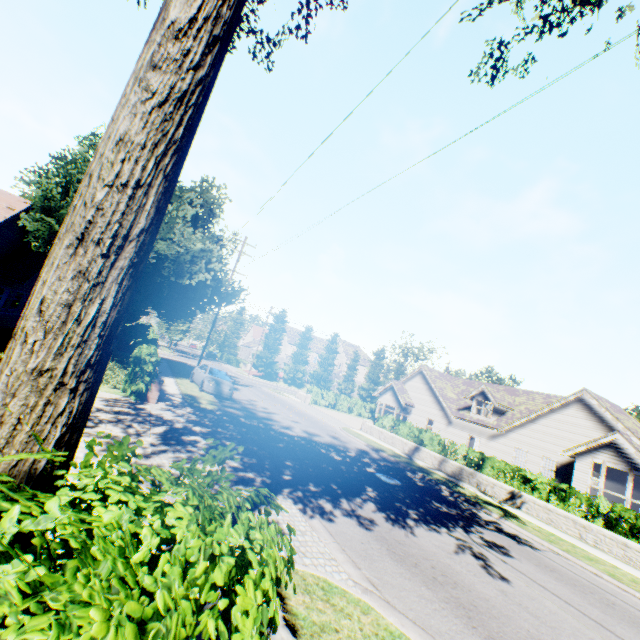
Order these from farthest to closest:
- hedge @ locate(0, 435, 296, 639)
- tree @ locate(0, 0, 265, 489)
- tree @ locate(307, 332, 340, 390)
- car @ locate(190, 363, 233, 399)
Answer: tree @ locate(307, 332, 340, 390) → car @ locate(190, 363, 233, 399) → tree @ locate(0, 0, 265, 489) → hedge @ locate(0, 435, 296, 639)

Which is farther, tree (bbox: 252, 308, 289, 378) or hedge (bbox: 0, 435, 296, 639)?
tree (bbox: 252, 308, 289, 378)

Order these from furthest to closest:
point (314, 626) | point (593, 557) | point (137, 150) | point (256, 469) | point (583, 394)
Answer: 1. point (583, 394)
2. point (593, 557)
3. point (256, 469)
4. point (314, 626)
5. point (137, 150)

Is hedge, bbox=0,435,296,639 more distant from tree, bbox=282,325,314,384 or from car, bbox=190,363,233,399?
car, bbox=190,363,233,399

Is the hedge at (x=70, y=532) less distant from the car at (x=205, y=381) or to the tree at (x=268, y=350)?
the tree at (x=268, y=350)

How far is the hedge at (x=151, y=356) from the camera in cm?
1274

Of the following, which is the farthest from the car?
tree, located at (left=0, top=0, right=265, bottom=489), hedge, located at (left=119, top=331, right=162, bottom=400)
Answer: hedge, located at (left=119, top=331, right=162, bottom=400)

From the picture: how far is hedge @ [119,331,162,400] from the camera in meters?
12.7 m
